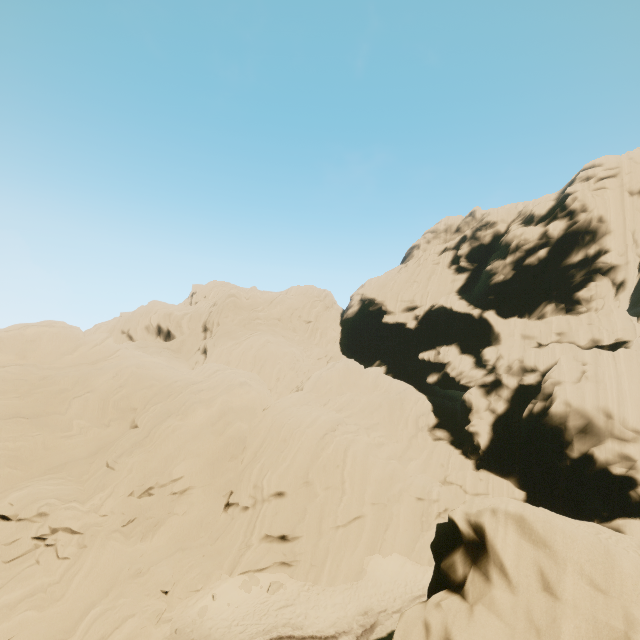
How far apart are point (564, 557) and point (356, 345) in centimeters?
4387cm
